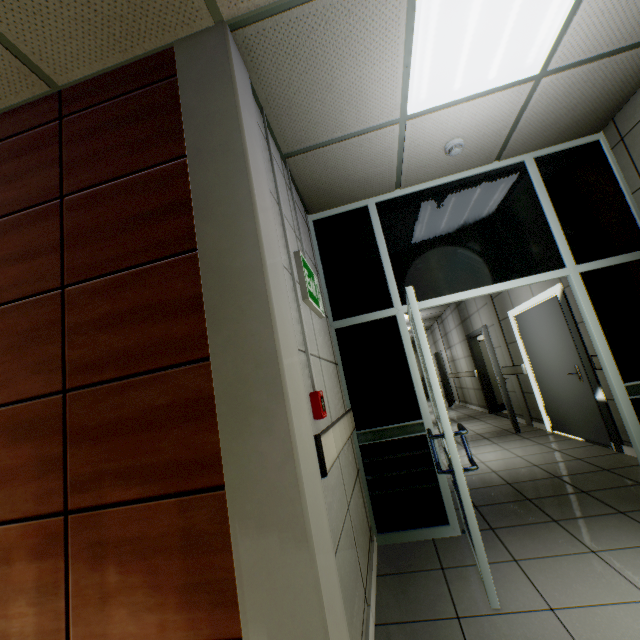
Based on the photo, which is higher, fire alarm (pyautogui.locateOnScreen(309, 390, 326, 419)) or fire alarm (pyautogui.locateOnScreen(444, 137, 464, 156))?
fire alarm (pyautogui.locateOnScreen(444, 137, 464, 156))

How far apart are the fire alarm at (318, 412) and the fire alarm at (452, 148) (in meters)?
2.51

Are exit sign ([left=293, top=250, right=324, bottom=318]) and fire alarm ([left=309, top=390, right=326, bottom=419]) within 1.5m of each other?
yes

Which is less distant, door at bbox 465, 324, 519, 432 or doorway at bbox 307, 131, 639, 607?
doorway at bbox 307, 131, 639, 607

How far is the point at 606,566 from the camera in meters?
2.0 m

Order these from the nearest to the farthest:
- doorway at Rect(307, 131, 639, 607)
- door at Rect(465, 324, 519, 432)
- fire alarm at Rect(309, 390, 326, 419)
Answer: fire alarm at Rect(309, 390, 326, 419), doorway at Rect(307, 131, 639, 607), door at Rect(465, 324, 519, 432)

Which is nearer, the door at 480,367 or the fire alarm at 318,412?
the fire alarm at 318,412

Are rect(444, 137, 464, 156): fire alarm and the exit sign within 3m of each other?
yes
